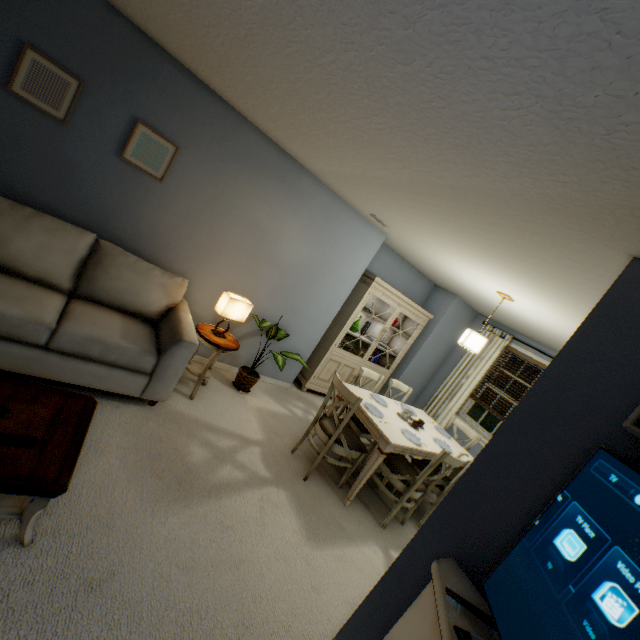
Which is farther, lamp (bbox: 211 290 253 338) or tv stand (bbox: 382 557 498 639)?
lamp (bbox: 211 290 253 338)

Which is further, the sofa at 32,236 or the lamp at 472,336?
the lamp at 472,336

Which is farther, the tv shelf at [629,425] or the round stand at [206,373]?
the round stand at [206,373]

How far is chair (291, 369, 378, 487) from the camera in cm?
285

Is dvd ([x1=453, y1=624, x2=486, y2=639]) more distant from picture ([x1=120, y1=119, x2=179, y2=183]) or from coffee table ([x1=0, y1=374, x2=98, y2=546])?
picture ([x1=120, y1=119, x2=179, y2=183])

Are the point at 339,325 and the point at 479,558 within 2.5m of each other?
no

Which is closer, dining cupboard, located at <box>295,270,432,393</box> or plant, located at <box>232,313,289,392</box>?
plant, located at <box>232,313,289,392</box>

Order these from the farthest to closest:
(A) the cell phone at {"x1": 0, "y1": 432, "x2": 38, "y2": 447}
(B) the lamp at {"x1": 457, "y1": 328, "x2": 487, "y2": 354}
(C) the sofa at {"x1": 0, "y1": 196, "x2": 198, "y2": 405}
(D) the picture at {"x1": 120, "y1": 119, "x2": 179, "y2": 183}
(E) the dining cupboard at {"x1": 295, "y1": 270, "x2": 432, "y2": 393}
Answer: (E) the dining cupboard at {"x1": 295, "y1": 270, "x2": 432, "y2": 393} → (B) the lamp at {"x1": 457, "y1": 328, "x2": 487, "y2": 354} → (D) the picture at {"x1": 120, "y1": 119, "x2": 179, "y2": 183} → (C) the sofa at {"x1": 0, "y1": 196, "x2": 198, "y2": 405} → (A) the cell phone at {"x1": 0, "y1": 432, "x2": 38, "y2": 447}
